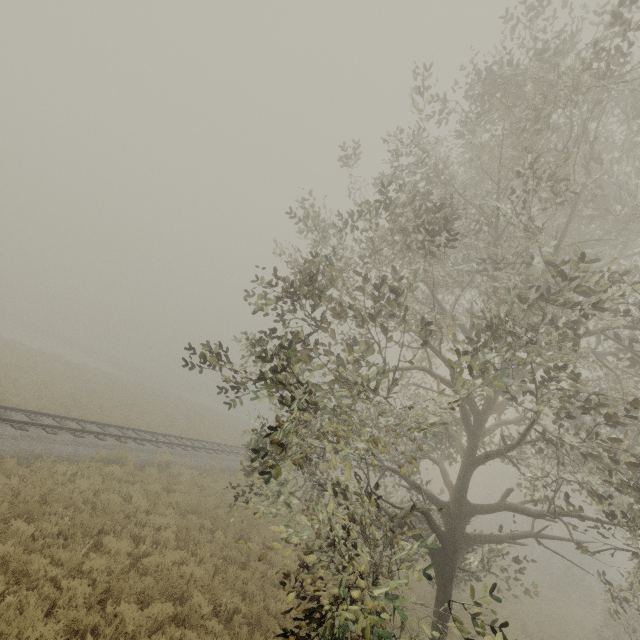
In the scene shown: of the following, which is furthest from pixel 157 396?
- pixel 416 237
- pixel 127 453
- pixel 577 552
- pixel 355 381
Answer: pixel 577 552
